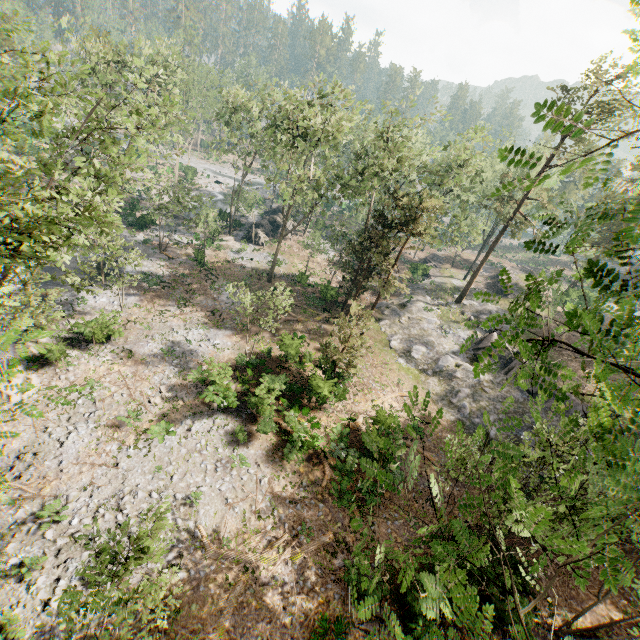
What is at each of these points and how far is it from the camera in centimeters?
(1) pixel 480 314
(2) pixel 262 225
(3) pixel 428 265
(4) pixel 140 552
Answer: (1) rock, 3625cm
(2) rock, 4750cm
(3) ground embankment, 5241cm
(4) foliage, 748cm

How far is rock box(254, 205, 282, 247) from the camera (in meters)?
44.53

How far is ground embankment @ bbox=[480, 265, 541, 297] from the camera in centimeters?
4419cm

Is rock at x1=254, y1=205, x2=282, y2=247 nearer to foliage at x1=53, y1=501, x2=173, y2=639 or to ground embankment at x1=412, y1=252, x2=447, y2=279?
foliage at x1=53, y1=501, x2=173, y2=639

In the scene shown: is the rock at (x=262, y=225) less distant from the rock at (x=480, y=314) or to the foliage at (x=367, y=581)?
the foliage at (x=367, y=581)

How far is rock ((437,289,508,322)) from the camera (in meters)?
35.91

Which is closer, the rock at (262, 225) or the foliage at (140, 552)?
the foliage at (140, 552)

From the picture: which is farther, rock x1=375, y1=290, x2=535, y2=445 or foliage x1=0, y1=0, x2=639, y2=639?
rock x1=375, y1=290, x2=535, y2=445
